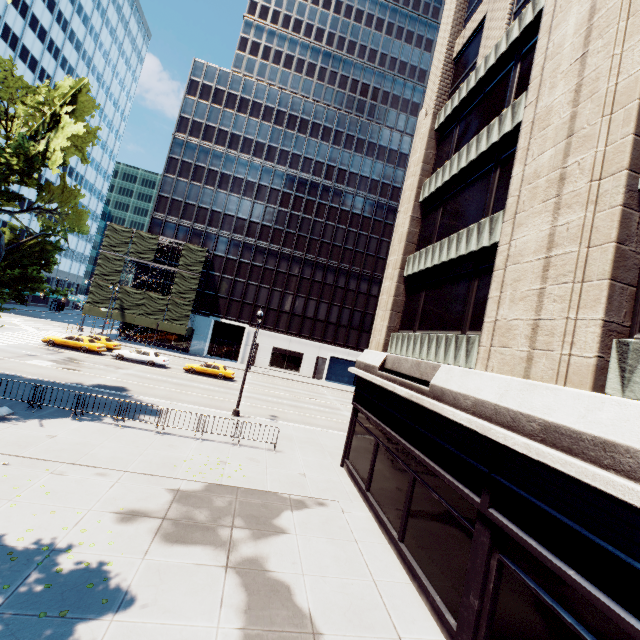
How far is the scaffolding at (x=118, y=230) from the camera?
43.7m

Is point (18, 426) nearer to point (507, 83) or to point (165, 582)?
point (165, 582)

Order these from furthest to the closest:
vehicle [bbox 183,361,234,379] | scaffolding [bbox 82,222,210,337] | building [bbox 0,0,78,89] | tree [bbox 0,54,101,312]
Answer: building [bbox 0,0,78,89], scaffolding [bbox 82,222,210,337], vehicle [bbox 183,361,234,379], tree [bbox 0,54,101,312]

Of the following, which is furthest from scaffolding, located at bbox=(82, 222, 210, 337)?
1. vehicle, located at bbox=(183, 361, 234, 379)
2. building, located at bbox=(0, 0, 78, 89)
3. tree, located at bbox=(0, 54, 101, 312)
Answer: tree, located at bbox=(0, 54, 101, 312)

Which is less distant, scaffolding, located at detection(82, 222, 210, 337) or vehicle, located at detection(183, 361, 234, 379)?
vehicle, located at detection(183, 361, 234, 379)

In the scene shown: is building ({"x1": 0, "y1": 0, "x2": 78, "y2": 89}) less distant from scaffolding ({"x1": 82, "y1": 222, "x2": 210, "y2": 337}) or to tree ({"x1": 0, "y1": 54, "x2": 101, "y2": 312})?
tree ({"x1": 0, "y1": 54, "x2": 101, "y2": 312})

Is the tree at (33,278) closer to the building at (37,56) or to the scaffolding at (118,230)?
the building at (37,56)
